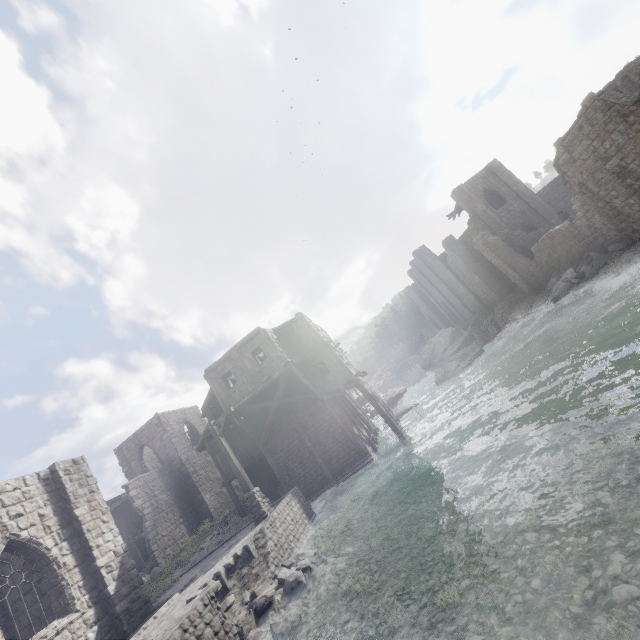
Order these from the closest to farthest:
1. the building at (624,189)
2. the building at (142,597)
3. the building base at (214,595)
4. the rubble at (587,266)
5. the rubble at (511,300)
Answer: the building base at (214,595) < the building at (142,597) < the building at (624,189) < the rubble at (587,266) < the rubble at (511,300)

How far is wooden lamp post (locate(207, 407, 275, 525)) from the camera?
13.7m

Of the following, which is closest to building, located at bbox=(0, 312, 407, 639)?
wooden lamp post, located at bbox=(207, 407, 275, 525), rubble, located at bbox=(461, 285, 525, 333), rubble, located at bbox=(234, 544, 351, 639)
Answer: rubble, located at bbox=(461, 285, 525, 333)

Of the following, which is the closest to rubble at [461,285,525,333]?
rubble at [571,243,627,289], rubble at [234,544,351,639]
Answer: rubble at [571,243,627,289]

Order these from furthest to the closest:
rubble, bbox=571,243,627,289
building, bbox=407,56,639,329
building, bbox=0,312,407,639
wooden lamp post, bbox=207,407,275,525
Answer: rubble, bbox=571,243,627,289, building, bbox=407,56,639,329, wooden lamp post, bbox=207,407,275,525, building, bbox=0,312,407,639

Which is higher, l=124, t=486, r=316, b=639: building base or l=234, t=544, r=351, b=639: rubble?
l=124, t=486, r=316, b=639: building base

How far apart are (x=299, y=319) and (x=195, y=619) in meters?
16.0 m

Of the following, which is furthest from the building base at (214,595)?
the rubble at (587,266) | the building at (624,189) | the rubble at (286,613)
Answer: the rubble at (587,266)
